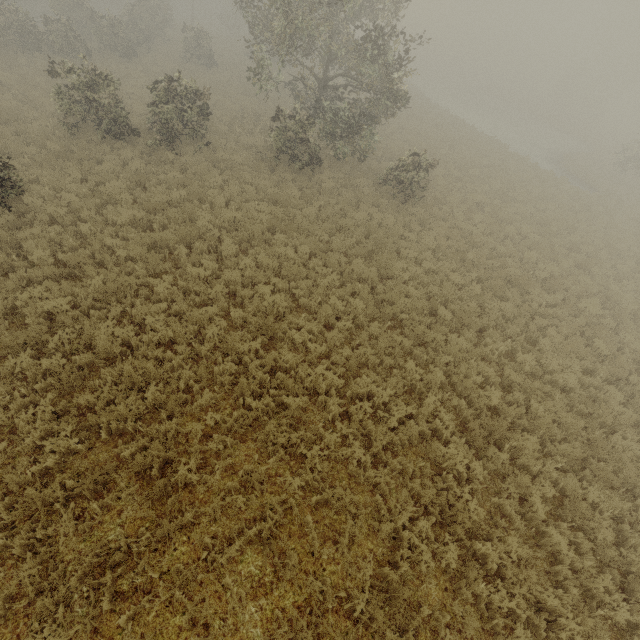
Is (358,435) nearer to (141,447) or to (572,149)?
(141,447)
